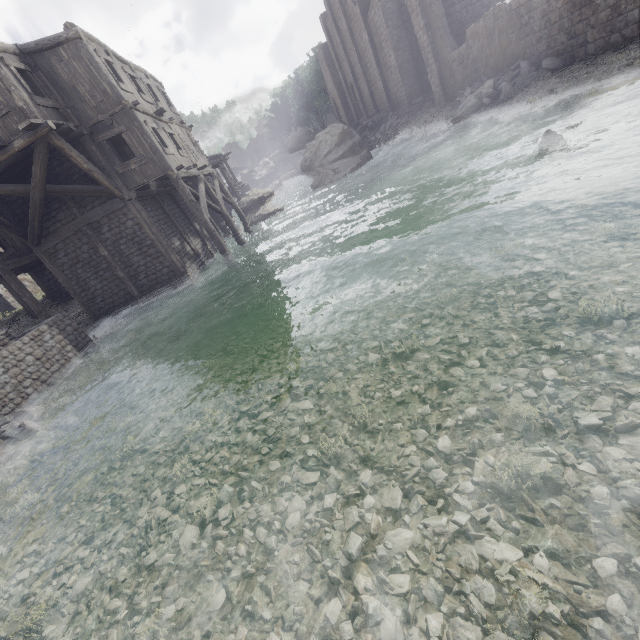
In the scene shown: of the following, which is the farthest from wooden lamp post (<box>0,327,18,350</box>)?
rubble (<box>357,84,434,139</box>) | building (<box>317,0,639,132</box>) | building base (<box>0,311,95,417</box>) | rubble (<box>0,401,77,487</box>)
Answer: rubble (<box>357,84,434,139</box>)

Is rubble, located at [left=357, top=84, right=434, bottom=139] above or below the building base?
above

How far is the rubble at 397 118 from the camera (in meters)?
25.95

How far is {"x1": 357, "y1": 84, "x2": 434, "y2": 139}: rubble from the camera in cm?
2595

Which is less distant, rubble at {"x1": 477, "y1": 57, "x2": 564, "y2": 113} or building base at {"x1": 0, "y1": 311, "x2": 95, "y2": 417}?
building base at {"x1": 0, "y1": 311, "x2": 95, "y2": 417}

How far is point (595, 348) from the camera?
3.6m

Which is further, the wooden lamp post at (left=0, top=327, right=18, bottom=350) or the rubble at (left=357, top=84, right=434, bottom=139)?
the rubble at (left=357, top=84, right=434, bottom=139)

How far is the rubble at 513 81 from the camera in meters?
14.3 m
